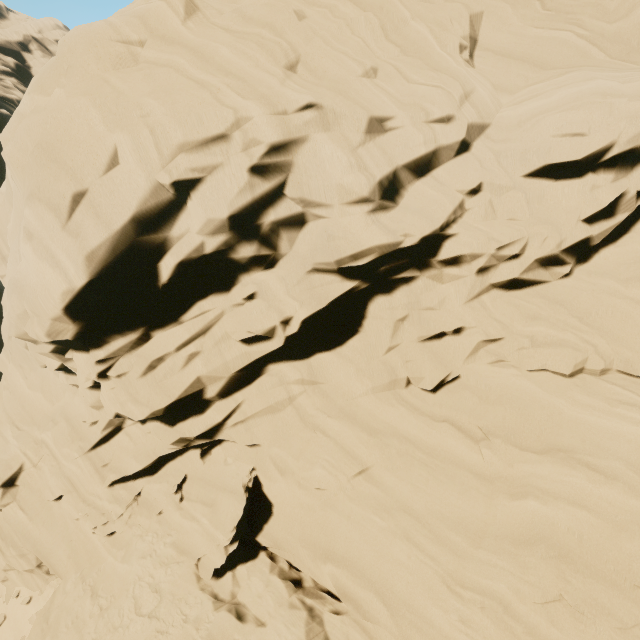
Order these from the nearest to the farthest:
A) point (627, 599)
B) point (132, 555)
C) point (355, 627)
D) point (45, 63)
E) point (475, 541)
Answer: point (627, 599)
point (475, 541)
point (355, 627)
point (132, 555)
point (45, 63)
